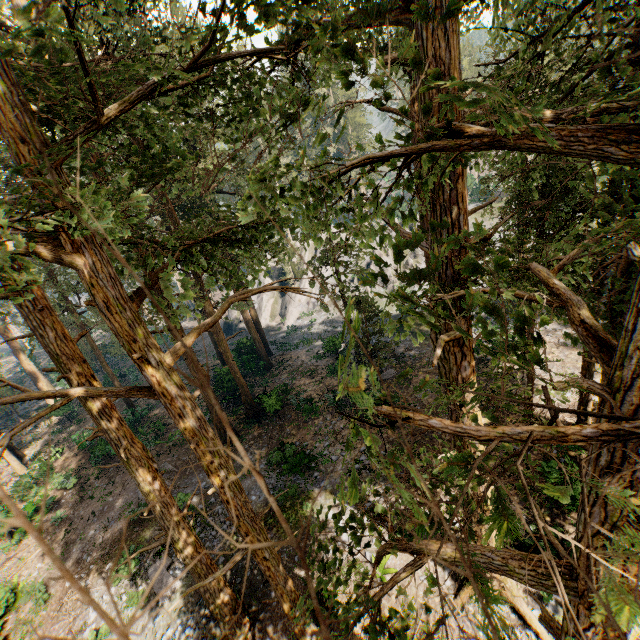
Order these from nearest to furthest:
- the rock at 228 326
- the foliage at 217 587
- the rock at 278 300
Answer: the foliage at 217 587 → the rock at 278 300 → the rock at 228 326

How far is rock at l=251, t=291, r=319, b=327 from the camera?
40.91m

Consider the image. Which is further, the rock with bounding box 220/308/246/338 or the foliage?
the rock with bounding box 220/308/246/338

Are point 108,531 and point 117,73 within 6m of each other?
Answer: no

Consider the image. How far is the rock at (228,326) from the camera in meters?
43.7

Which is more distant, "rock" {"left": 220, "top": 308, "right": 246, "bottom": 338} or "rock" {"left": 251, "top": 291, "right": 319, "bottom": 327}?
"rock" {"left": 220, "top": 308, "right": 246, "bottom": 338}

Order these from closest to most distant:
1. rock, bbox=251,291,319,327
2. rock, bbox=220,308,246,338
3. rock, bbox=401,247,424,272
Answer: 1. rock, bbox=401,247,424,272
2. rock, bbox=251,291,319,327
3. rock, bbox=220,308,246,338
